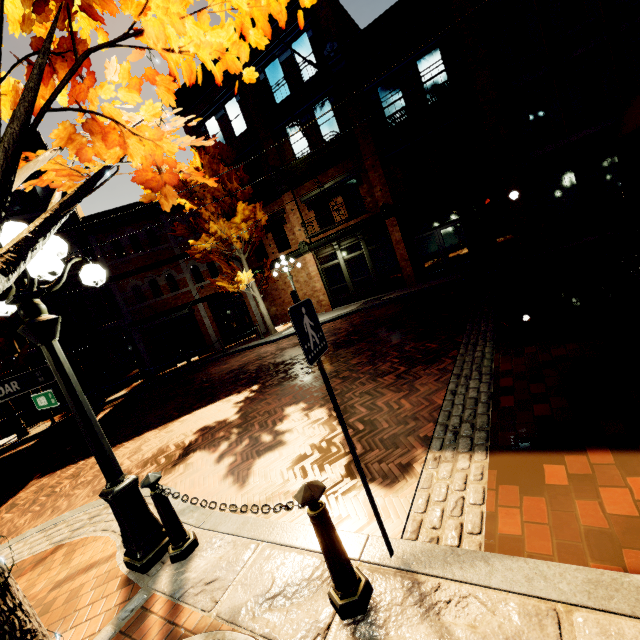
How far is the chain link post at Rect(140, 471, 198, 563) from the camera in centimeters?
307cm

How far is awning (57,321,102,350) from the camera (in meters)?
14.18

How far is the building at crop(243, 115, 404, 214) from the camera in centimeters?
1473cm

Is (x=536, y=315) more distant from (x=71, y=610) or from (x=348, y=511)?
(x=71, y=610)

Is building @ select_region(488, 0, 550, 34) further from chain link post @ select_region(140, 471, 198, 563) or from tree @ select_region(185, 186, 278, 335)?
chain link post @ select_region(140, 471, 198, 563)

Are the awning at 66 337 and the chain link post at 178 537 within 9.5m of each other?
no

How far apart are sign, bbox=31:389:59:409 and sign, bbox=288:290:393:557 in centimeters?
272cm

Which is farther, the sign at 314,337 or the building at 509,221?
the building at 509,221
